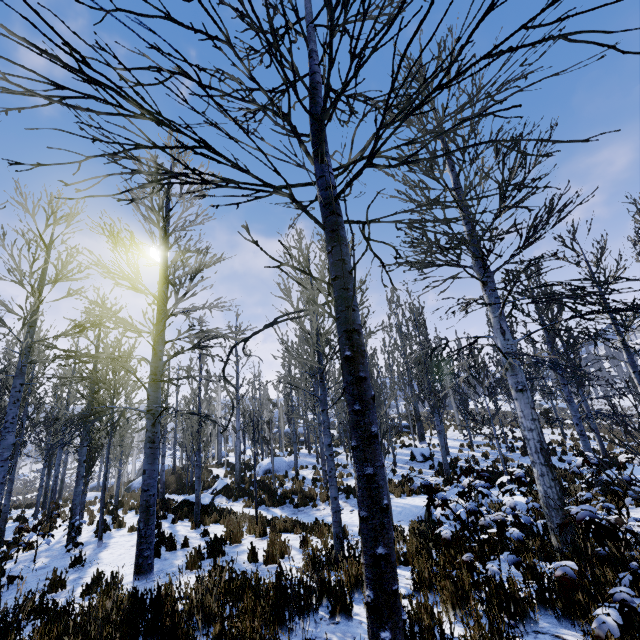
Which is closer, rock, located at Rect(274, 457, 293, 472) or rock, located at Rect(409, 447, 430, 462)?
rock, located at Rect(409, 447, 430, 462)

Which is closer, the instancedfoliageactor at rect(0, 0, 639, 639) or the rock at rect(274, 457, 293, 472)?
the instancedfoliageactor at rect(0, 0, 639, 639)

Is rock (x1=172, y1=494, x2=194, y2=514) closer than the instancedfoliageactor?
No

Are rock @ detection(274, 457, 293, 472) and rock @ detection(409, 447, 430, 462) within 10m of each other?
yes

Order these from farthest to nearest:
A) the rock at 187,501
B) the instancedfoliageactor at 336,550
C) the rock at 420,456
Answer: the rock at 420,456
the rock at 187,501
the instancedfoliageactor at 336,550

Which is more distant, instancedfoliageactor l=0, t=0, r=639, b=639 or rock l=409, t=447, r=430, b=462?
rock l=409, t=447, r=430, b=462

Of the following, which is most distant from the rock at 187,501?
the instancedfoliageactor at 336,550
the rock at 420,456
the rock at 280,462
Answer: the rock at 420,456

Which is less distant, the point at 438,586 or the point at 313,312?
the point at 438,586
